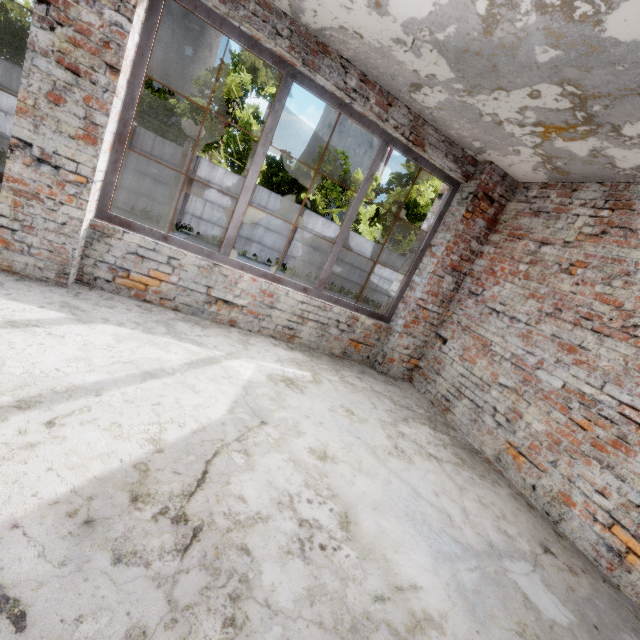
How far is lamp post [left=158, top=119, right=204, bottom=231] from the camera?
4.5 meters

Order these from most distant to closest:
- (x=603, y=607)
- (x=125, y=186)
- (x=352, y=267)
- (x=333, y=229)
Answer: (x=352, y=267)
(x=333, y=229)
(x=125, y=186)
(x=603, y=607)

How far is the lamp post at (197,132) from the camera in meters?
4.5 m
